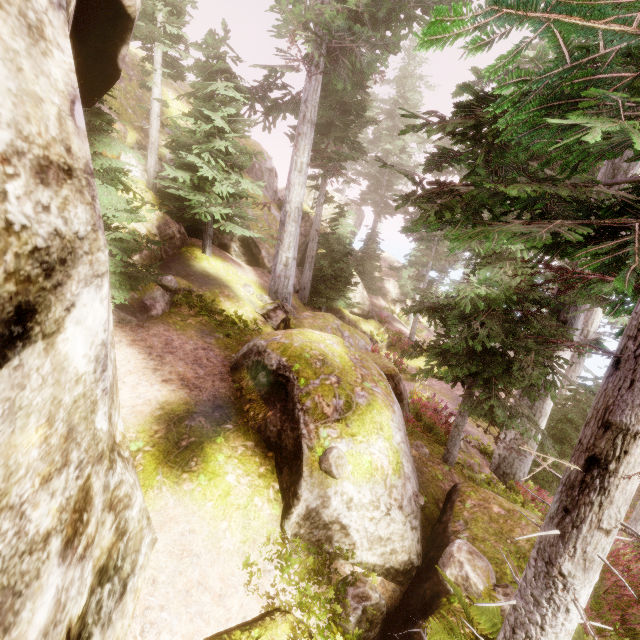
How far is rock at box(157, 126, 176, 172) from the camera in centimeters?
1392cm

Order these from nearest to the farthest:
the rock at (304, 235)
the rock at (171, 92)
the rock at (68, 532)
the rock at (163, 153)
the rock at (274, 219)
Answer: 1. the rock at (68, 532)
2. the rock at (163, 153)
3. the rock at (171, 92)
4. the rock at (274, 219)
5. the rock at (304, 235)

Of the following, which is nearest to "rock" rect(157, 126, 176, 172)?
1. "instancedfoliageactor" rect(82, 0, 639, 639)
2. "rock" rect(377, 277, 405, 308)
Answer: "instancedfoliageactor" rect(82, 0, 639, 639)

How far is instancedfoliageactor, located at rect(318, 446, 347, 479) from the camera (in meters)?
5.35

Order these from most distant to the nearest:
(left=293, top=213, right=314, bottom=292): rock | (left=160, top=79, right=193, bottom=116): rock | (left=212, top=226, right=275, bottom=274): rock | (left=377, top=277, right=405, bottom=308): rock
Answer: (left=377, top=277, right=405, bottom=308): rock
(left=293, top=213, right=314, bottom=292): rock
(left=212, top=226, right=275, bottom=274): rock
(left=160, top=79, right=193, bottom=116): rock

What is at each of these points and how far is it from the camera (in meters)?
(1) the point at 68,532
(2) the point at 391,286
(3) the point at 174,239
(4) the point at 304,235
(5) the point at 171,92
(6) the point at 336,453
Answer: (1) rock, 2.70
(2) rock, 34.59
(3) rock, 12.41
(4) rock, 22.17
(5) rock, 16.17
(6) instancedfoliageactor, 5.46

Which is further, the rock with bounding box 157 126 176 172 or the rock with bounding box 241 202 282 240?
the rock with bounding box 241 202 282 240

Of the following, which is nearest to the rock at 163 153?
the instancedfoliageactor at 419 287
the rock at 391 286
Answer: the instancedfoliageactor at 419 287
